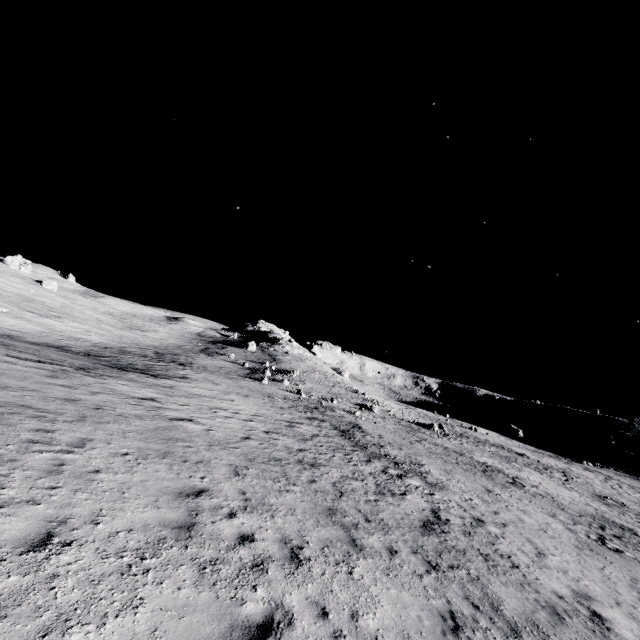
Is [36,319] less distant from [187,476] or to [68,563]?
[187,476]
